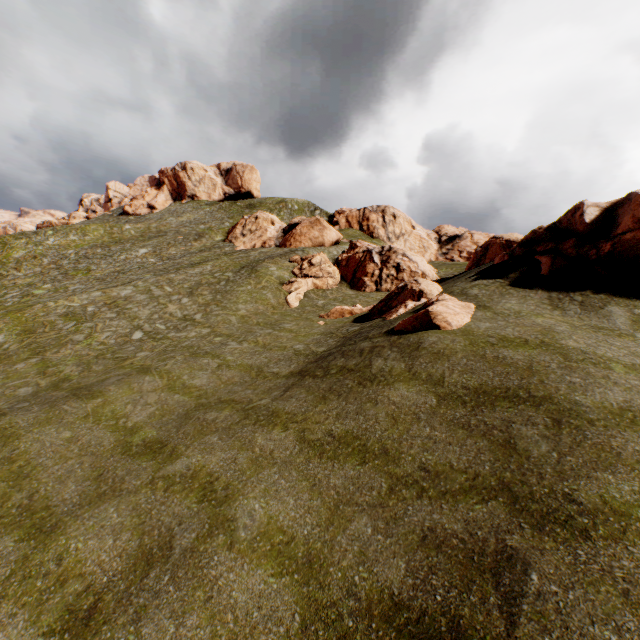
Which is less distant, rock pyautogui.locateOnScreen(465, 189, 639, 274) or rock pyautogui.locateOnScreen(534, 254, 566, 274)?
rock pyautogui.locateOnScreen(465, 189, 639, 274)

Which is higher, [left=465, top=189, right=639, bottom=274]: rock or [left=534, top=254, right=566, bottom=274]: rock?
[left=465, top=189, right=639, bottom=274]: rock

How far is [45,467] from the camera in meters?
10.4 m

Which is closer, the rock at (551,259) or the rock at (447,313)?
the rock at (447,313)

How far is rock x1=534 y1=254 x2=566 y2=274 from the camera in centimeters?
1706cm

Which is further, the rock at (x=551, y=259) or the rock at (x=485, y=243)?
the rock at (x=551, y=259)

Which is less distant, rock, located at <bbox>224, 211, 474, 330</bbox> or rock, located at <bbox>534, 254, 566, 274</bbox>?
rock, located at <bbox>224, 211, 474, 330</bbox>

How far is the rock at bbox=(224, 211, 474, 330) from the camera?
15.2 meters
